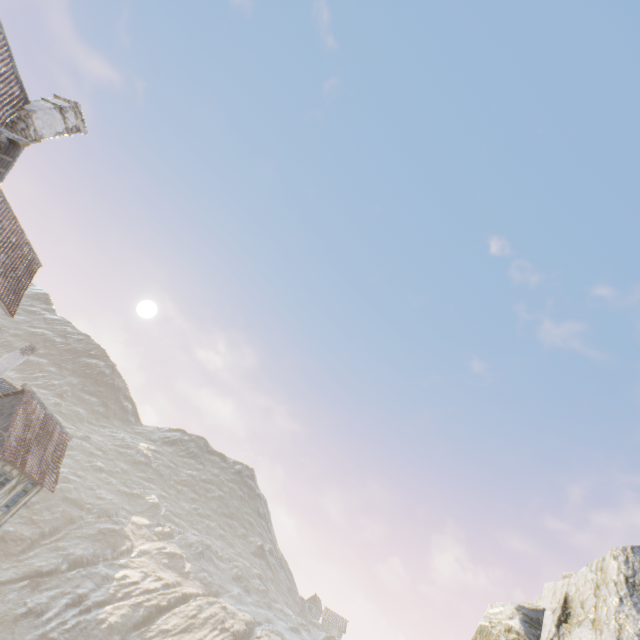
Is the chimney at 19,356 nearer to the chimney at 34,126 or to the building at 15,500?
the building at 15,500

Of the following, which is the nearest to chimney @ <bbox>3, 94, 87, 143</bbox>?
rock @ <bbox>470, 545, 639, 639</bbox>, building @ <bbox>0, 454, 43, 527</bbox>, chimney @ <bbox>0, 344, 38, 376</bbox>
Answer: rock @ <bbox>470, 545, 639, 639</bbox>

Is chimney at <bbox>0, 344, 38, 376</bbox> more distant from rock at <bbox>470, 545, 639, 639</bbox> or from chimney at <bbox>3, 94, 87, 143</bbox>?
chimney at <bbox>3, 94, 87, 143</bbox>

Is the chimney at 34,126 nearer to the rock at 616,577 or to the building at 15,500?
the rock at 616,577

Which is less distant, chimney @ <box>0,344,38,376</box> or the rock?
the rock

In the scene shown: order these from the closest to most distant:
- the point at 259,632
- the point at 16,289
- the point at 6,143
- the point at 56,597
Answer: the point at 6,143, the point at 16,289, the point at 56,597, the point at 259,632

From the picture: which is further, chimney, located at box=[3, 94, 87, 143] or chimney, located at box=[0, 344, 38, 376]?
chimney, located at box=[0, 344, 38, 376]

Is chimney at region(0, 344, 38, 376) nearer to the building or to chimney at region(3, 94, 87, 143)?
the building
